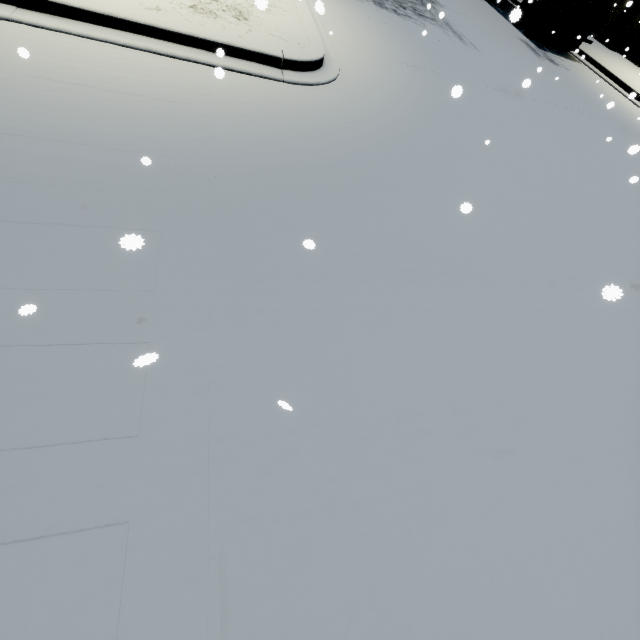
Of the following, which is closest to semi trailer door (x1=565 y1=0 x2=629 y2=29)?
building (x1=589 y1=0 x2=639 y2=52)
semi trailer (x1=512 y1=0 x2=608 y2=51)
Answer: semi trailer (x1=512 y1=0 x2=608 y2=51)

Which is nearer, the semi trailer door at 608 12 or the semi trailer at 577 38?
the semi trailer door at 608 12

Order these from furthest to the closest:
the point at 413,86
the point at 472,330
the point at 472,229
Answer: the point at 413,86 < the point at 472,229 < the point at 472,330

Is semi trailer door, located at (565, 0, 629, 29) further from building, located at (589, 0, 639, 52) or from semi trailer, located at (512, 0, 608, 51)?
building, located at (589, 0, 639, 52)

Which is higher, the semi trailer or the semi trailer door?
the semi trailer door

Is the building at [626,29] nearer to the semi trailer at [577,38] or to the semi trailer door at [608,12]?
the semi trailer at [577,38]
